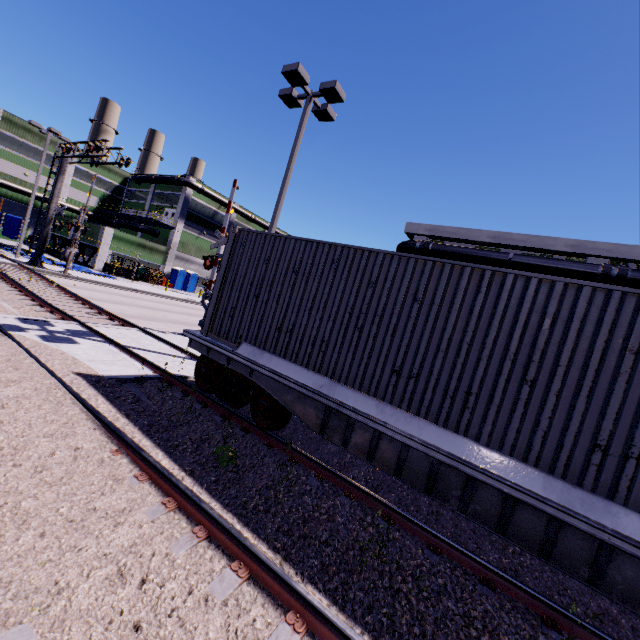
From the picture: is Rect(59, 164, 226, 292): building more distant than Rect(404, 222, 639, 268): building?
Yes

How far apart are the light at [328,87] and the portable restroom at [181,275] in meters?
30.6

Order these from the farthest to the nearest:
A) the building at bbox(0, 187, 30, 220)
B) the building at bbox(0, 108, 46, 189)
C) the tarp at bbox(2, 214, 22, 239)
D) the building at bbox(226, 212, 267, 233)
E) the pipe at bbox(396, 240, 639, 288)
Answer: the building at bbox(226, 212, 267, 233)
the building at bbox(0, 187, 30, 220)
the building at bbox(0, 108, 46, 189)
the tarp at bbox(2, 214, 22, 239)
the pipe at bbox(396, 240, 639, 288)

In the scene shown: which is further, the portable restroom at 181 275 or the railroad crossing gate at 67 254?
the portable restroom at 181 275

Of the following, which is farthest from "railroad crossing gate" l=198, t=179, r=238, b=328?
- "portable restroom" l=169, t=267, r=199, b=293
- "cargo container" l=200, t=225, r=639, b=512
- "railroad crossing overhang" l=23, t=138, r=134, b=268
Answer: "portable restroom" l=169, t=267, r=199, b=293

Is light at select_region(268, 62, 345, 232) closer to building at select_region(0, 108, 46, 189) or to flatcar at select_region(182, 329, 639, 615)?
flatcar at select_region(182, 329, 639, 615)

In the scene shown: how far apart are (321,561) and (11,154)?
57.97m

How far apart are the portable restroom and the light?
30.64m
